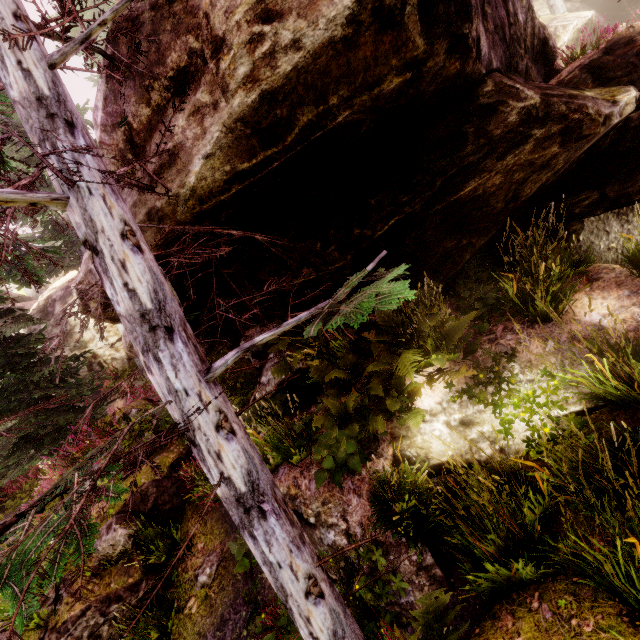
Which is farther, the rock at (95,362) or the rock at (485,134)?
the rock at (95,362)

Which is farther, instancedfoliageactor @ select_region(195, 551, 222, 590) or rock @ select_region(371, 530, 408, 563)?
instancedfoliageactor @ select_region(195, 551, 222, 590)

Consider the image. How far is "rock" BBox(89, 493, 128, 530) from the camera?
6.05m

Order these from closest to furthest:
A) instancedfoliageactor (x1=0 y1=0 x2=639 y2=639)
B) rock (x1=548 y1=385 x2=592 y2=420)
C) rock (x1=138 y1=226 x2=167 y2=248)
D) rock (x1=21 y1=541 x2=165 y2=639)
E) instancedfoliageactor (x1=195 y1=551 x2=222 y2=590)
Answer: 1. instancedfoliageactor (x1=0 y1=0 x2=639 y2=639)
2. rock (x1=138 y1=226 x2=167 y2=248)
3. rock (x1=548 y1=385 x2=592 y2=420)
4. rock (x1=21 y1=541 x2=165 y2=639)
5. instancedfoliageactor (x1=195 y1=551 x2=222 y2=590)

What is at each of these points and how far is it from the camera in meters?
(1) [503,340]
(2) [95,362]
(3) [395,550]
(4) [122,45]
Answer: (1) rock, 4.8
(2) rock, 15.9
(3) rock, 3.8
(4) rock, 2.9

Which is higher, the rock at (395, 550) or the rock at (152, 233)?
the rock at (152, 233)
